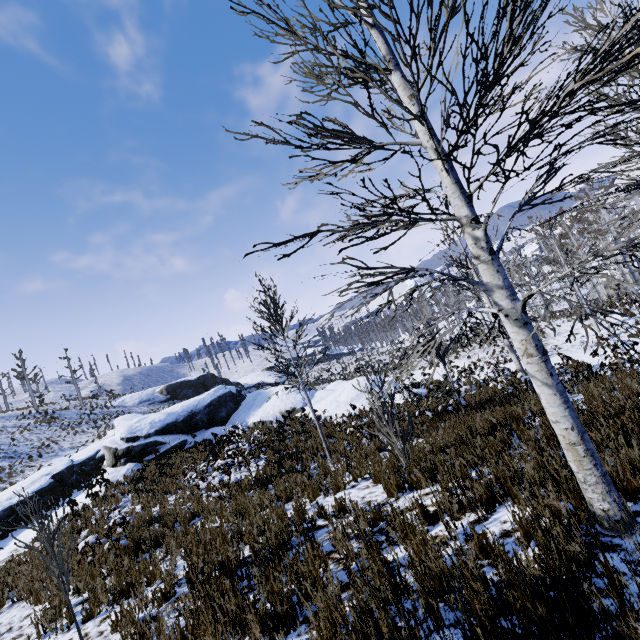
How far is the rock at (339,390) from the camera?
18.3 meters

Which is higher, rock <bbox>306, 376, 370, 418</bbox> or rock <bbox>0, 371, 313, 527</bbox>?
rock <bbox>0, 371, 313, 527</bbox>

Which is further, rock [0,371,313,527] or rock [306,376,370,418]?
rock [306,376,370,418]

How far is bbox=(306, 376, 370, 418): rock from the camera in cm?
1827

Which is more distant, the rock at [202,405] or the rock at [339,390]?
the rock at [339,390]

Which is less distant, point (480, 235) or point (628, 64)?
point (628, 64)
